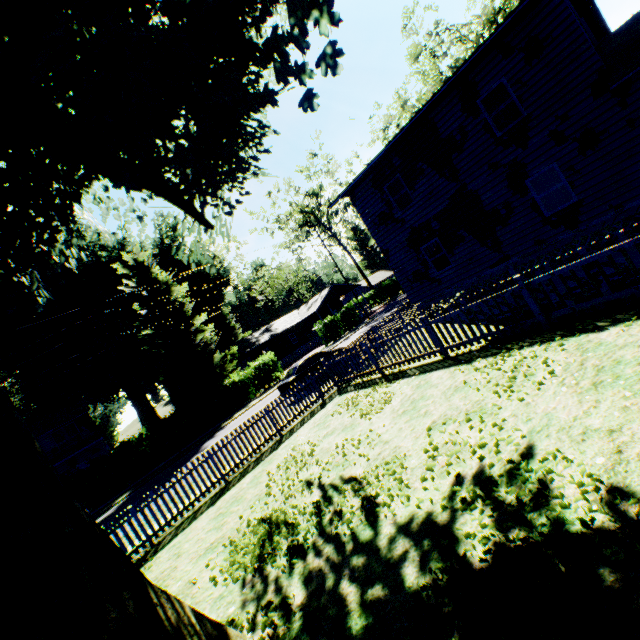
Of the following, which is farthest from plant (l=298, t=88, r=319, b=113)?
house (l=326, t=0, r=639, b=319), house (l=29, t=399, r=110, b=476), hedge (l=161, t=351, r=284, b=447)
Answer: house (l=29, t=399, r=110, b=476)

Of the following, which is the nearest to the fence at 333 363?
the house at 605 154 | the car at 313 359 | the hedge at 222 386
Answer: the house at 605 154

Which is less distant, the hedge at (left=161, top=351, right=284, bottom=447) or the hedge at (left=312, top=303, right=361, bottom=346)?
the hedge at (left=161, top=351, right=284, bottom=447)

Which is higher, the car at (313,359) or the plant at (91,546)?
the plant at (91,546)

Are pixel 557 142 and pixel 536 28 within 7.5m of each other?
yes

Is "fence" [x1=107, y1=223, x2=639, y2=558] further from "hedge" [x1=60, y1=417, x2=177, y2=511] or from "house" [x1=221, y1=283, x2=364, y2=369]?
"house" [x1=221, y1=283, x2=364, y2=369]

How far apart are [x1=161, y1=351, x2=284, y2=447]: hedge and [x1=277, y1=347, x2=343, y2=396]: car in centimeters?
1109cm

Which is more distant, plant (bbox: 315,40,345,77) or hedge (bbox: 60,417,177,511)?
hedge (bbox: 60,417,177,511)
